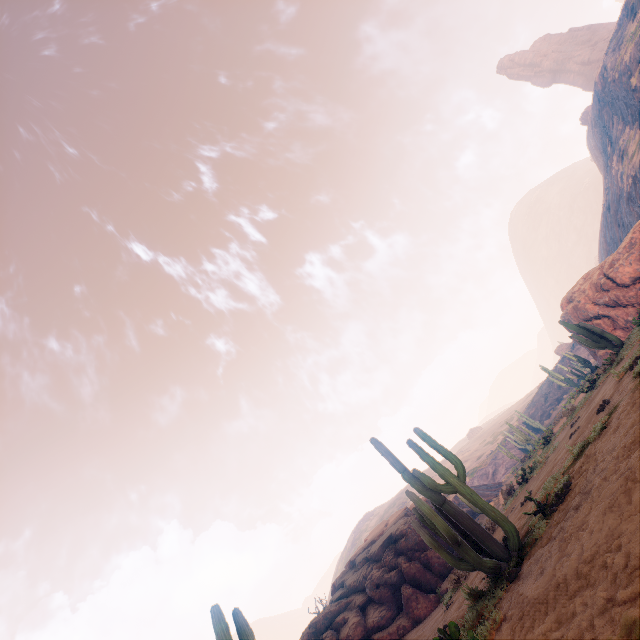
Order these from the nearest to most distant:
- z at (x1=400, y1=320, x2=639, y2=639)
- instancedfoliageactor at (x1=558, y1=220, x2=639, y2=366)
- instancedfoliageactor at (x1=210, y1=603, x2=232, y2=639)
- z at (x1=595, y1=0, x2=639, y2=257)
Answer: z at (x1=400, y1=320, x2=639, y2=639) → instancedfoliageactor at (x1=210, y1=603, x2=232, y2=639) → instancedfoliageactor at (x1=558, y1=220, x2=639, y2=366) → z at (x1=595, y1=0, x2=639, y2=257)

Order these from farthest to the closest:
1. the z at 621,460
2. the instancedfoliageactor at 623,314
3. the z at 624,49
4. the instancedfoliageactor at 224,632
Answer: the z at 624,49
the instancedfoliageactor at 623,314
the instancedfoliageactor at 224,632
the z at 621,460

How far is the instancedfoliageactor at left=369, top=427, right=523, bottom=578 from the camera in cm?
656

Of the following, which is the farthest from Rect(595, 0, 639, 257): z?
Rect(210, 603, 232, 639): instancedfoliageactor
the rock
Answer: the rock

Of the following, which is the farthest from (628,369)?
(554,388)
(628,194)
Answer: (554,388)

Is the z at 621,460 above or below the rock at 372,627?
below

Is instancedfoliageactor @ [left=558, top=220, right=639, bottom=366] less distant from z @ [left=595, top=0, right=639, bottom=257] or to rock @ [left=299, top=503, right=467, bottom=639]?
z @ [left=595, top=0, right=639, bottom=257]

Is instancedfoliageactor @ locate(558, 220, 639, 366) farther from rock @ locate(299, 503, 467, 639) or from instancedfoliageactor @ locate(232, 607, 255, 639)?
instancedfoliageactor @ locate(232, 607, 255, 639)
